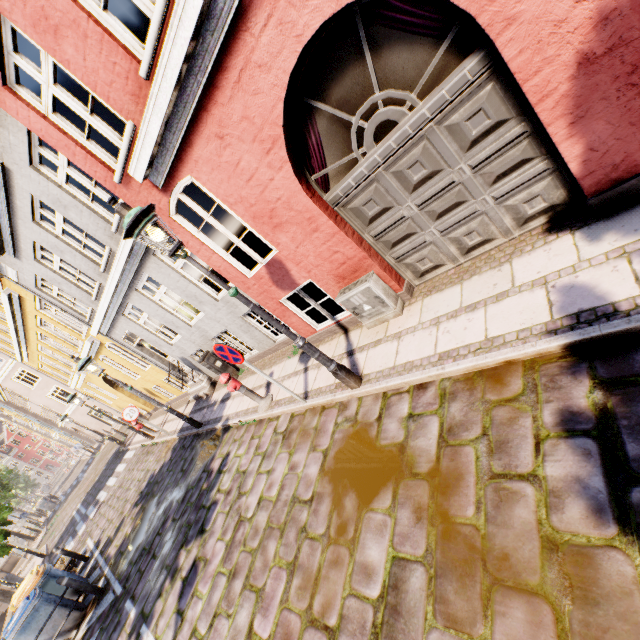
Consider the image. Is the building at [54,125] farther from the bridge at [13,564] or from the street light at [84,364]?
the bridge at [13,564]

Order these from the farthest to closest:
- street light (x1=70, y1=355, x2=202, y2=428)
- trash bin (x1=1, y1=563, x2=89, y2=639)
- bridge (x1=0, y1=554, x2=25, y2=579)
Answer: bridge (x1=0, y1=554, x2=25, y2=579), street light (x1=70, y1=355, x2=202, y2=428), trash bin (x1=1, y1=563, x2=89, y2=639)

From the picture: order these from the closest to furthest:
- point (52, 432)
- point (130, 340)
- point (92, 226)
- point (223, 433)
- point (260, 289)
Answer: point (260, 289), point (92, 226), point (223, 433), point (130, 340), point (52, 432)

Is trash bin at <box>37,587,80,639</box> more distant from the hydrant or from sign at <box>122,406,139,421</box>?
the hydrant

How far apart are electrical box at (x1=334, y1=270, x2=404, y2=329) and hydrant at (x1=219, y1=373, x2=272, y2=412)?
2.8m

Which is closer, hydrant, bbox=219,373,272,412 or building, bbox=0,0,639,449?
building, bbox=0,0,639,449

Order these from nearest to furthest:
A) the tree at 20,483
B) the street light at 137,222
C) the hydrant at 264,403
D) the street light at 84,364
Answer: the street light at 137,222 < the hydrant at 264,403 < the street light at 84,364 < the tree at 20,483

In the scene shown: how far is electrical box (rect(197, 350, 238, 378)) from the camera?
9.69m
